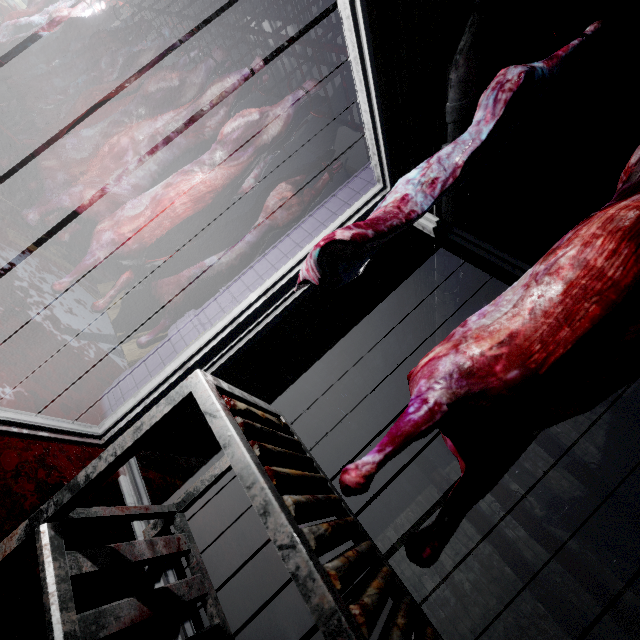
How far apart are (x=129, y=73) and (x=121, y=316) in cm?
218

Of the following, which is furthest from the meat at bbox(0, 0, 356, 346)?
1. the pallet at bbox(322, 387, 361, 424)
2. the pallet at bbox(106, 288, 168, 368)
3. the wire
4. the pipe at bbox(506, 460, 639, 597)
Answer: the pipe at bbox(506, 460, 639, 597)

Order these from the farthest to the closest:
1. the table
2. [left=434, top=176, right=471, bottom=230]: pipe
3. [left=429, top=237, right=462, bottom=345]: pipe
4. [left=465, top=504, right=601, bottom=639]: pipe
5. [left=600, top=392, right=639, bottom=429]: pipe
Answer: [left=600, top=392, right=639, bottom=429]: pipe, [left=465, top=504, right=601, bottom=639]: pipe, [left=429, top=237, right=462, bottom=345]: pipe, [left=434, top=176, right=471, bottom=230]: pipe, the table

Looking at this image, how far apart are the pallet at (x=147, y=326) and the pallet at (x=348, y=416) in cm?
57

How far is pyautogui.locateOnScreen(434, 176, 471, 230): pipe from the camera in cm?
181

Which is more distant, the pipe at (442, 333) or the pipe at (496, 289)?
the pipe at (496, 289)

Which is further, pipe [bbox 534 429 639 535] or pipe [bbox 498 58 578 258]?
pipe [bbox 534 429 639 535]
